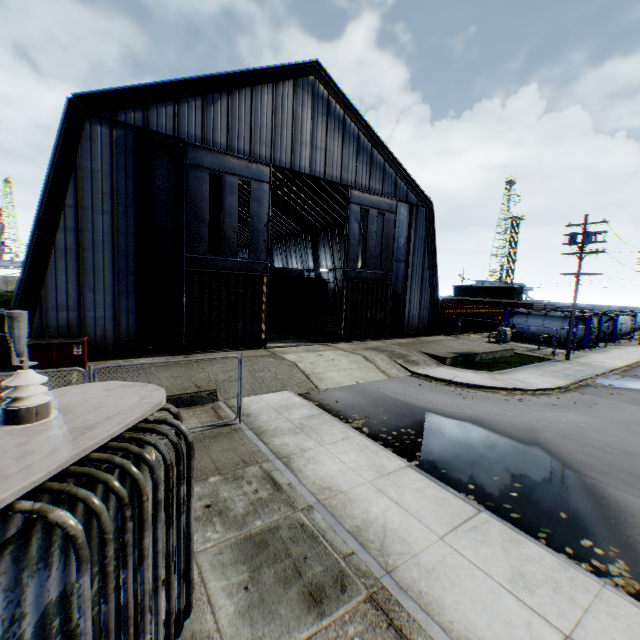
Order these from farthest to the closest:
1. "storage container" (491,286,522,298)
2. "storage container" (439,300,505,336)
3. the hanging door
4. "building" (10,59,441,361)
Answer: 1. "storage container" (491,286,522,298)
2. "storage container" (439,300,505,336)
3. the hanging door
4. "building" (10,59,441,361)

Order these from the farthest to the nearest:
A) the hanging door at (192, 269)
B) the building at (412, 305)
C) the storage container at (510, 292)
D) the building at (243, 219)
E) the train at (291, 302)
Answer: the storage container at (510, 292) < the building at (243, 219) < the train at (291, 302) < the hanging door at (192, 269) < the building at (412, 305)

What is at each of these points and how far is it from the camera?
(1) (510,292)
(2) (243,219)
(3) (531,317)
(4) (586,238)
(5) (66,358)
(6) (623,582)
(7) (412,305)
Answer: (1) storage container, 57.16m
(2) building, 47.78m
(3) tank container, 31.33m
(4) electric pole, 20.84m
(5) trash dumpster, 12.70m
(6) leaf decal, 5.16m
(7) building, 26.33m

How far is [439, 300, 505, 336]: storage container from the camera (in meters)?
31.48

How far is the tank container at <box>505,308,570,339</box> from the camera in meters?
29.4 m

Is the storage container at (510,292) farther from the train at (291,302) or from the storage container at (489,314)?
the train at (291,302)

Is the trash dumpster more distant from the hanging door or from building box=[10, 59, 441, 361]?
the hanging door

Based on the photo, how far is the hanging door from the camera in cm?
1583
